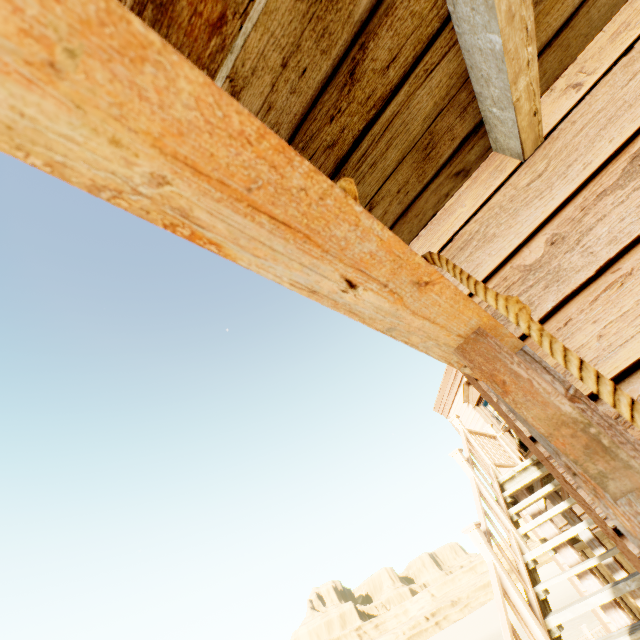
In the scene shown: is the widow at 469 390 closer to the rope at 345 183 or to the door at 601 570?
the door at 601 570

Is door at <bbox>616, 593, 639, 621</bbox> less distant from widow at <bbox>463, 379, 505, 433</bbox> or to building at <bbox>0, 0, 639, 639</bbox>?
building at <bbox>0, 0, 639, 639</bbox>

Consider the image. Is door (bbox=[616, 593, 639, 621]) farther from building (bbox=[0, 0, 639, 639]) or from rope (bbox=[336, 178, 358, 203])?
rope (bbox=[336, 178, 358, 203])

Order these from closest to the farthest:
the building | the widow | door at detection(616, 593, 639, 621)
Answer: the building < door at detection(616, 593, 639, 621) < the widow

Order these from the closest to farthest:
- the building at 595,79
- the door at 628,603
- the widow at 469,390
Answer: the building at 595,79, the door at 628,603, the widow at 469,390

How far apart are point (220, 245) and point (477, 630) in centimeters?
5240cm

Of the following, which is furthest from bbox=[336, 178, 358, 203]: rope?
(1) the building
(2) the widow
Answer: (2) the widow
